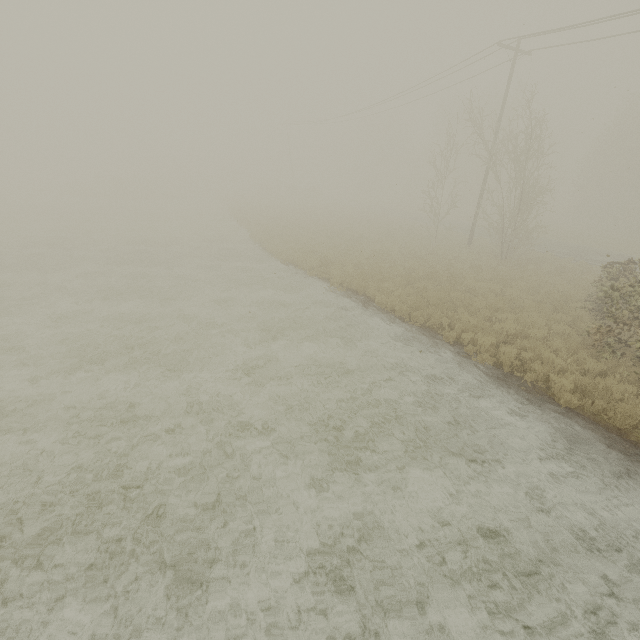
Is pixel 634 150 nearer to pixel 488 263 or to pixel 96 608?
pixel 488 263
